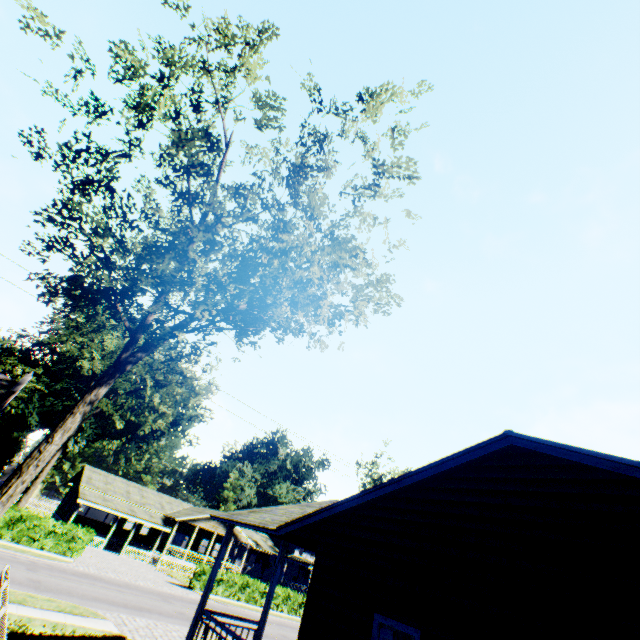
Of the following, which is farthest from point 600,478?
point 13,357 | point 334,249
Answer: point 13,357

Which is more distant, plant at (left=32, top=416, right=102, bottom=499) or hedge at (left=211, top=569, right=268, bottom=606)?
plant at (left=32, top=416, right=102, bottom=499)

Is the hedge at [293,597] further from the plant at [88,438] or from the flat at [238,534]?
the plant at [88,438]

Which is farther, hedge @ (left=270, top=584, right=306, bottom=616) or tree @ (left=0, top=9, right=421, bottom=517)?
hedge @ (left=270, top=584, right=306, bottom=616)

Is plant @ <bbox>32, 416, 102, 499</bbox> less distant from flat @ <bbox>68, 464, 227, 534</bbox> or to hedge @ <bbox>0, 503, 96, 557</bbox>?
flat @ <bbox>68, 464, 227, 534</bbox>

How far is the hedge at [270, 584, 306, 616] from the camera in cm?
3156

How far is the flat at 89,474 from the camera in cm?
3722

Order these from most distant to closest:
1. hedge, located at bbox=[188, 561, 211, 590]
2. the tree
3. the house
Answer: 1. hedge, located at bbox=[188, 561, 211, 590]
2. the tree
3. the house
